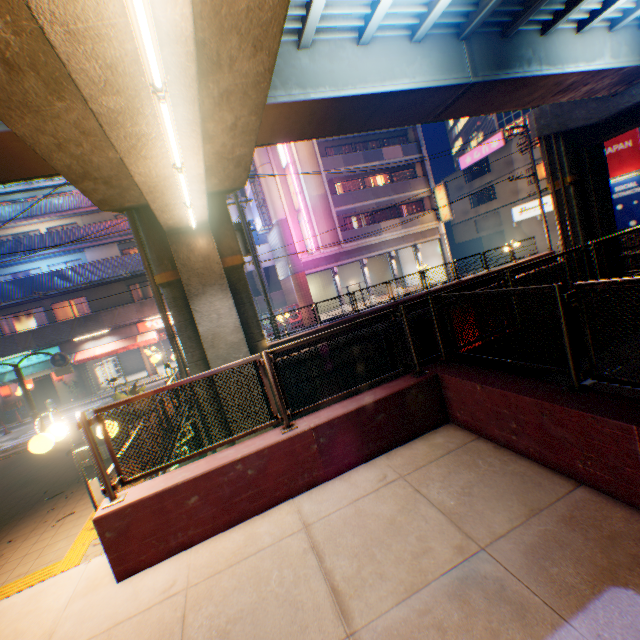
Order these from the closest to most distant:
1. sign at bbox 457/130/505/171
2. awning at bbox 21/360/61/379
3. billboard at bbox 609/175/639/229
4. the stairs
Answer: awning at bbox 21/360/61/379
billboard at bbox 609/175/639/229
the stairs
sign at bbox 457/130/505/171

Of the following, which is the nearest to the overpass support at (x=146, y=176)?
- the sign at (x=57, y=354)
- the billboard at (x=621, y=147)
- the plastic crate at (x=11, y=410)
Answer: the billboard at (x=621, y=147)

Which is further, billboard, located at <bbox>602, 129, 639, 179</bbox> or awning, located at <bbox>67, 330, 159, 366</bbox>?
billboard, located at <bbox>602, 129, 639, 179</bbox>

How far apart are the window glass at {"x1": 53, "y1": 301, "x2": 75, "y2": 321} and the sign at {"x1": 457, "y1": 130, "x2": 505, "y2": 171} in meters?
40.5

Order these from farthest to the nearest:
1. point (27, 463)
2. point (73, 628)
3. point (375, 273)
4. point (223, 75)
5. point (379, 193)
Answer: point (375, 273)
point (379, 193)
point (27, 463)
point (223, 75)
point (73, 628)

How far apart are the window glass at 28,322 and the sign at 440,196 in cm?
3284

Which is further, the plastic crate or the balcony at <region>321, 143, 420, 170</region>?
the balcony at <region>321, 143, 420, 170</region>

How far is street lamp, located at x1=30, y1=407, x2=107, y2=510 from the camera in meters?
4.5
